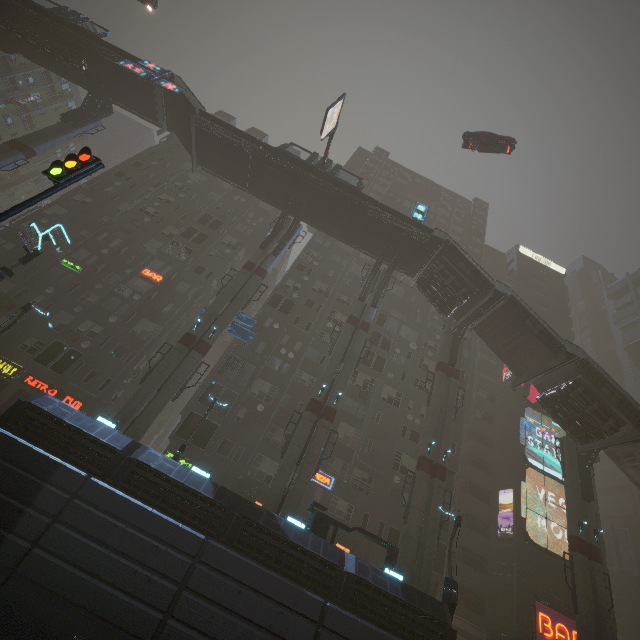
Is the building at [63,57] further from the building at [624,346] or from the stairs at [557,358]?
the building at [624,346]

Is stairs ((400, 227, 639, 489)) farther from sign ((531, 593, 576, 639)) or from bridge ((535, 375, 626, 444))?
sign ((531, 593, 576, 639))

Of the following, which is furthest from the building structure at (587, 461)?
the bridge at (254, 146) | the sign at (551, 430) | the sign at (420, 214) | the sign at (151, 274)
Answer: the sign at (151, 274)

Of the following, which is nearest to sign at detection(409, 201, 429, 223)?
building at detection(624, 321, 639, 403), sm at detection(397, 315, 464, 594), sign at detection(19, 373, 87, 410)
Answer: sm at detection(397, 315, 464, 594)

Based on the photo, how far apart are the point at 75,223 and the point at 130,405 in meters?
25.1

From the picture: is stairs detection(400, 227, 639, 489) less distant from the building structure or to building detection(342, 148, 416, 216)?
the building structure

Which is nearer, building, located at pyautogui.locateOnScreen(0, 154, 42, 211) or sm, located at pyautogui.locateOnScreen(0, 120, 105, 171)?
sm, located at pyautogui.locateOnScreen(0, 120, 105, 171)

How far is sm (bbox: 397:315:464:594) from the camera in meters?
A: 20.0 m
